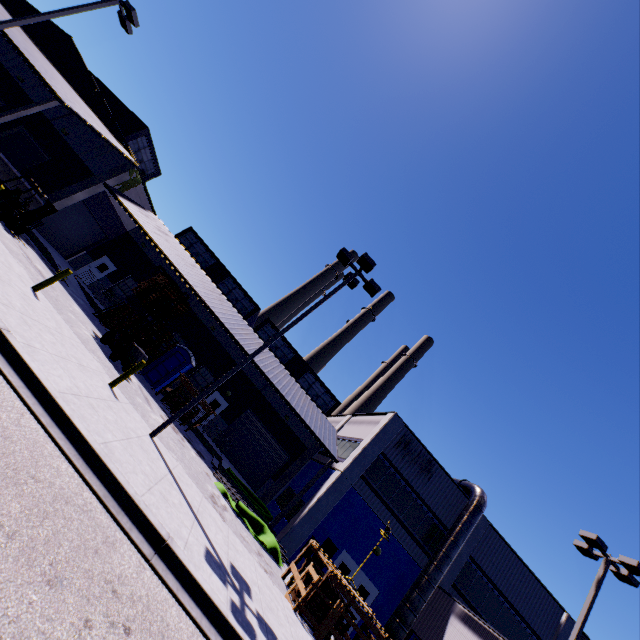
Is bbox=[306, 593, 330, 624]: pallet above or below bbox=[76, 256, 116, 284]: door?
below

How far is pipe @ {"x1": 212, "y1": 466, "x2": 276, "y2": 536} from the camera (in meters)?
15.89

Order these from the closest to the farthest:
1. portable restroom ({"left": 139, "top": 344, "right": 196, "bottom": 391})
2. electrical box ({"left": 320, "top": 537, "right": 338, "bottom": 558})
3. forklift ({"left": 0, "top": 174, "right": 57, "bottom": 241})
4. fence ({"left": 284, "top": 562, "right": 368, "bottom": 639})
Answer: fence ({"left": 284, "top": 562, "right": 368, "bottom": 639}) < forklift ({"left": 0, "top": 174, "right": 57, "bottom": 241}) < electrical box ({"left": 320, "top": 537, "right": 338, "bottom": 558}) < portable restroom ({"left": 139, "top": 344, "right": 196, "bottom": 391})

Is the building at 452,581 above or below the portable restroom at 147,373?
above

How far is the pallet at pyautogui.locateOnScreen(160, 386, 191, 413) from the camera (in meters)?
18.64

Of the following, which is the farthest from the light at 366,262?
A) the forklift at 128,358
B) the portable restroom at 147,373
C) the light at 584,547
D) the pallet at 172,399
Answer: the light at 584,547

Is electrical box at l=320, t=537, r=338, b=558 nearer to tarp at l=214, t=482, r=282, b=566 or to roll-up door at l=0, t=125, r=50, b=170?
tarp at l=214, t=482, r=282, b=566

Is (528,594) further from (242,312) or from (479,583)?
(242,312)
